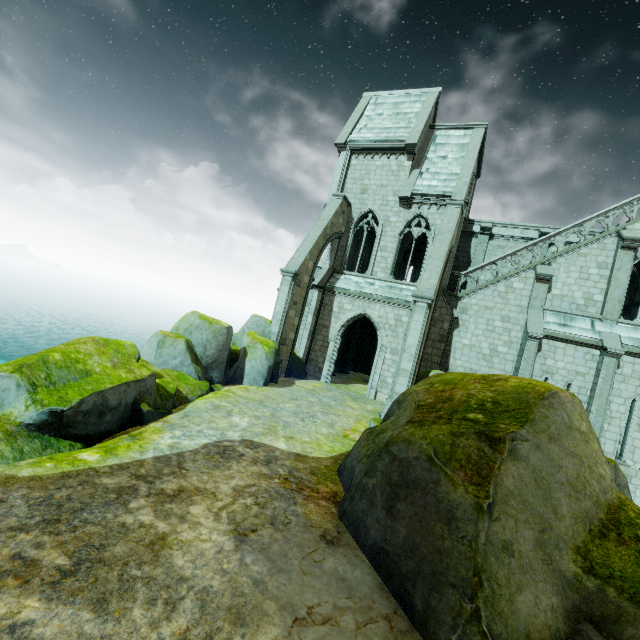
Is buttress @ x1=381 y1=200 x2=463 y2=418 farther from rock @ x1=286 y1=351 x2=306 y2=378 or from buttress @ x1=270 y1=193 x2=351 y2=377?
buttress @ x1=270 y1=193 x2=351 y2=377

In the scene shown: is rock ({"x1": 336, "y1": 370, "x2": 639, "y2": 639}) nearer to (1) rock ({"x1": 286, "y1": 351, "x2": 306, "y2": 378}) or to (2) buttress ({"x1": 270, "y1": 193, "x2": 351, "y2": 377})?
(1) rock ({"x1": 286, "y1": 351, "x2": 306, "y2": 378})

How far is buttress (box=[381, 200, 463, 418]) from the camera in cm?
1408

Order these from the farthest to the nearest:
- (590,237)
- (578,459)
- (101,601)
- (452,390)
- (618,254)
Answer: (590,237) → (618,254) → (452,390) → (578,459) → (101,601)

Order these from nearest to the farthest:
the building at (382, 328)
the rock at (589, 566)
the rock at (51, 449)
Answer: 1. the rock at (589, 566)
2. the rock at (51, 449)
3. the building at (382, 328)

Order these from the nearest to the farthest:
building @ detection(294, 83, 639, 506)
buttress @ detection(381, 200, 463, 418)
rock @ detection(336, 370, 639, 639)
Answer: rock @ detection(336, 370, 639, 639) → buttress @ detection(381, 200, 463, 418) → building @ detection(294, 83, 639, 506)

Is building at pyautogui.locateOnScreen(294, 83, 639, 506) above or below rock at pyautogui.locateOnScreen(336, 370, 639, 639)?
above

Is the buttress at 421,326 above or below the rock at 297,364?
above
